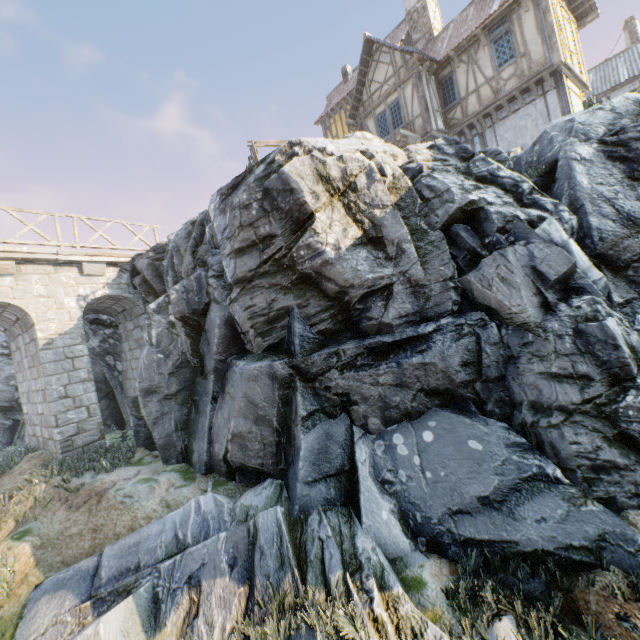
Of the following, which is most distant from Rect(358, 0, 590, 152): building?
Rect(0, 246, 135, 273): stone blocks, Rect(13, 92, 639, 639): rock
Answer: Rect(0, 246, 135, 273): stone blocks

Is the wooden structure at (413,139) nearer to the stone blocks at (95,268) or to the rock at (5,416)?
the rock at (5,416)

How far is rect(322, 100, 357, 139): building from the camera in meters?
20.4 m

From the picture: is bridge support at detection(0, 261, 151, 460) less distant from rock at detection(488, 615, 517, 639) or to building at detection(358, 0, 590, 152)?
rock at detection(488, 615, 517, 639)

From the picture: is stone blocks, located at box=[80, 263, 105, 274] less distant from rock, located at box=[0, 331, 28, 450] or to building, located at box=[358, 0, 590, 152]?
rock, located at box=[0, 331, 28, 450]

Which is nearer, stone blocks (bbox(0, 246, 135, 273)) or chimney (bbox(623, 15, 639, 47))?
stone blocks (bbox(0, 246, 135, 273))

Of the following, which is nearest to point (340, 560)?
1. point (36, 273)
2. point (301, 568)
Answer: Result: point (301, 568)

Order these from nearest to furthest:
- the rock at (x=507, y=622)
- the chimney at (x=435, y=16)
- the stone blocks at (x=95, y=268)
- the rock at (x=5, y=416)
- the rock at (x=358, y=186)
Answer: the rock at (x=507, y=622) → the rock at (x=358, y=186) → the stone blocks at (x=95, y=268) → the rock at (x=5, y=416) → the chimney at (x=435, y=16)
